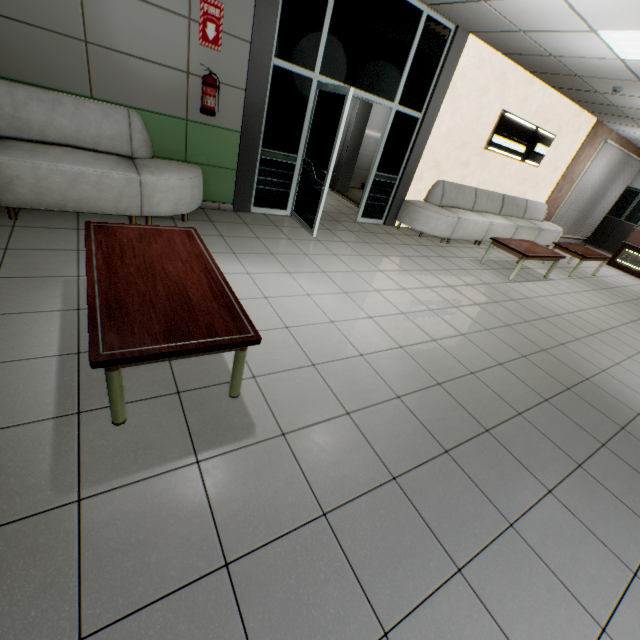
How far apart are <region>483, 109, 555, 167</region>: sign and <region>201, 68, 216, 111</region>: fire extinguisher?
5.74m

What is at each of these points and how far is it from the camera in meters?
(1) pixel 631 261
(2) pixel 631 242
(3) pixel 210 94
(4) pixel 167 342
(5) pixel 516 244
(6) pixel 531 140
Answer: (1) sign, 9.4 m
(2) desk, 9.4 m
(3) fire extinguisher, 3.9 m
(4) table, 1.6 m
(5) table, 6.1 m
(6) sign, 7.4 m

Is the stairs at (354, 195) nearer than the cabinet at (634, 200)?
Yes

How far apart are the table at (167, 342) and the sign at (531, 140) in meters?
7.0 m

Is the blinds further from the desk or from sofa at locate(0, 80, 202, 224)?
sofa at locate(0, 80, 202, 224)

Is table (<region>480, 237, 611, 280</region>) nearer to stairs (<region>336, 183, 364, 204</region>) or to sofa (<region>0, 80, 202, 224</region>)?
stairs (<region>336, 183, 364, 204</region>)

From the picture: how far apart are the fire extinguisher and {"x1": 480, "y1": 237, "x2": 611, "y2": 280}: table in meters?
5.0

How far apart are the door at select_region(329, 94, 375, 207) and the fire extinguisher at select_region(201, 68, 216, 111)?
3.8m
